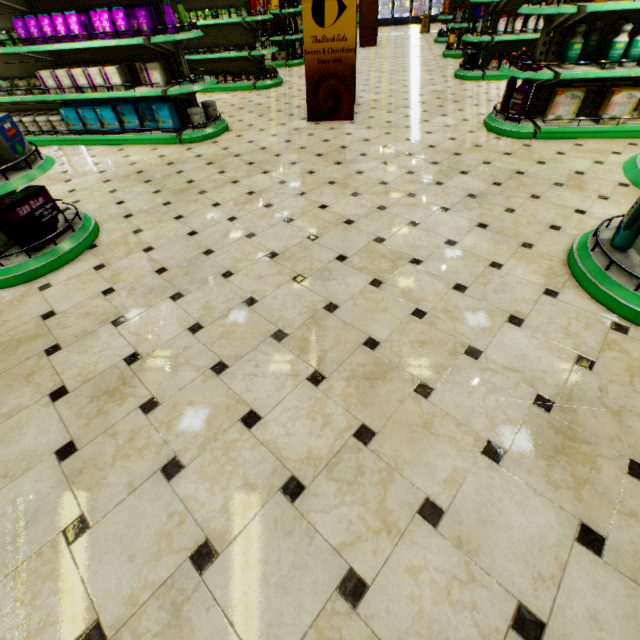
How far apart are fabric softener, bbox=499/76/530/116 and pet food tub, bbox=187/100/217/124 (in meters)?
4.72

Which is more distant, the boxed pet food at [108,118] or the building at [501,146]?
the boxed pet food at [108,118]

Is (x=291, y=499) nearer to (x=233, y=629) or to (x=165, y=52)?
(x=233, y=629)

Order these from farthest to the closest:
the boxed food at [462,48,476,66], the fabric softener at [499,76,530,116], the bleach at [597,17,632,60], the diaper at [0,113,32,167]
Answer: the boxed food at [462,48,476,66] < the fabric softener at [499,76,530,116] < the bleach at [597,17,632,60] < the diaper at [0,113,32,167]

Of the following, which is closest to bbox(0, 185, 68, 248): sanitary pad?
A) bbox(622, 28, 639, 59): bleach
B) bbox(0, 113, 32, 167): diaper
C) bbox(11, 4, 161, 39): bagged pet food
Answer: bbox(0, 113, 32, 167): diaper

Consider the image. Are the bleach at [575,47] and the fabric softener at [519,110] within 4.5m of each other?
yes

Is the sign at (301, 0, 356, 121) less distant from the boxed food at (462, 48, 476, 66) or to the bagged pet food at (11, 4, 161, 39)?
the bagged pet food at (11, 4, 161, 39)

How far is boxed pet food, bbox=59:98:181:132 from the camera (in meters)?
5.20
